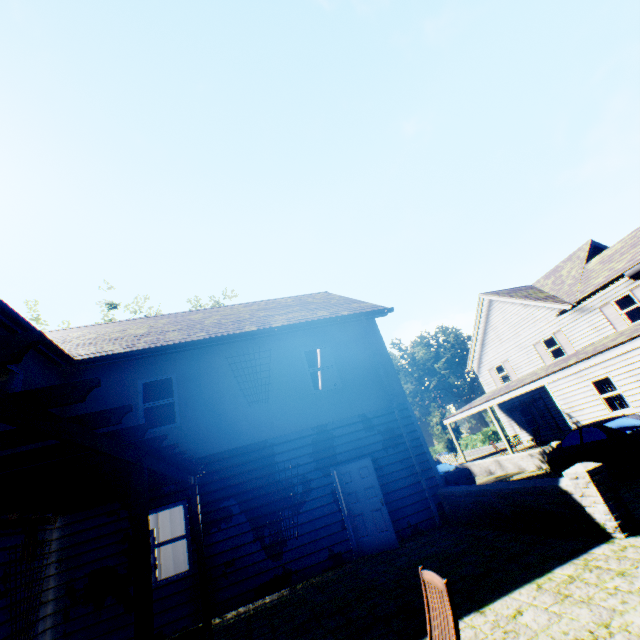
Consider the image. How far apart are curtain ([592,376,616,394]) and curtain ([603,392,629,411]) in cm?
8

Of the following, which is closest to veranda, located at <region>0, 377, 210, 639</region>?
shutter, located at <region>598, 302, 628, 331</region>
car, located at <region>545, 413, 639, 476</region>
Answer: car, located at <region>545, 413, 639, 476</region>

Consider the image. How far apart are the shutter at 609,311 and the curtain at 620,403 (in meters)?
5.42

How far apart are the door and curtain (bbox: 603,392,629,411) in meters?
12.3

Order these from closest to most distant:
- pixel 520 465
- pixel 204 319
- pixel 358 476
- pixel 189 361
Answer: pixel 358 476 < pixel 189 361 < pixel 204 319 < pixel 520 465

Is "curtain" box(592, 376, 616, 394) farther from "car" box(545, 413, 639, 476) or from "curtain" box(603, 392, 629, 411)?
"car" box(545, 413, 639, 476)

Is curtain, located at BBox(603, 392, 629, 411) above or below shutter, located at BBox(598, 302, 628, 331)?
below

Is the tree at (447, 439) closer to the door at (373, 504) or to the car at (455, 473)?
the car at (455, 473)
